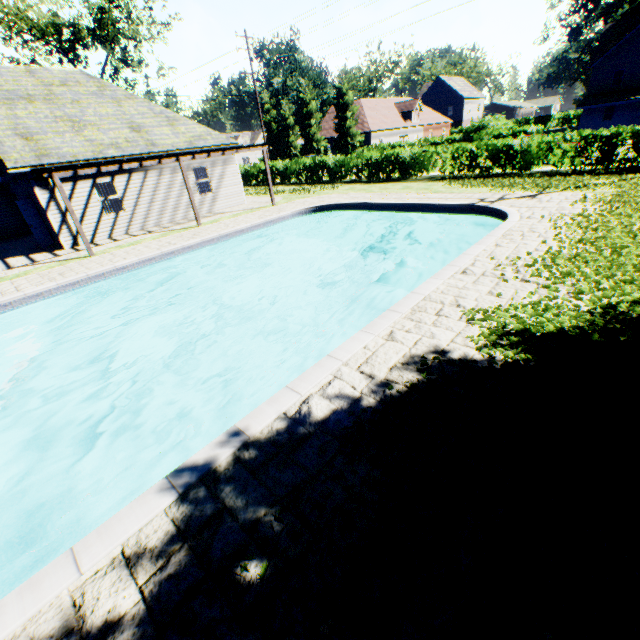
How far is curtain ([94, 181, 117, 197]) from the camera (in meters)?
→ 15.27

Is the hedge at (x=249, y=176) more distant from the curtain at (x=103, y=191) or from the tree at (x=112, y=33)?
the curtain at (x=103, y=191)

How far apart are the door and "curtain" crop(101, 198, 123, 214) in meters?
3.1 m

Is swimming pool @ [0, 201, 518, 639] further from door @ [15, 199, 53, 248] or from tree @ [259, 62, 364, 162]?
door @ [15, 199, 53, 248]

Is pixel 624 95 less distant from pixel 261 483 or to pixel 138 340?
pixel 138 340

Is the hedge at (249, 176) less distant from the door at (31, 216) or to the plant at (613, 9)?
the door at (31, 216)

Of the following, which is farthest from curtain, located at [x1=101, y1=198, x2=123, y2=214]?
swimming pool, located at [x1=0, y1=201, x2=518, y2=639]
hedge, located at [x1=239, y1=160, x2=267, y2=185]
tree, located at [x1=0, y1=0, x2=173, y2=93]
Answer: tree, located at [x1=0, y1=0, x2=173, y2=93]
